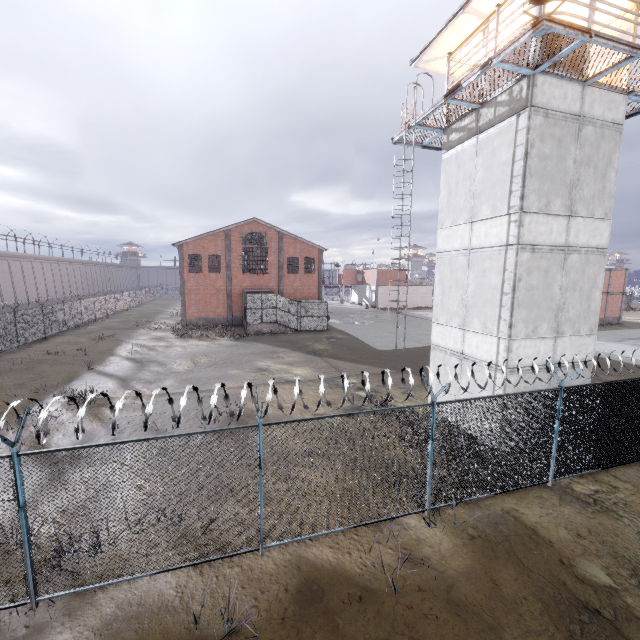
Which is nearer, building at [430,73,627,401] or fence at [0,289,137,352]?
building at [430,73,627,401]

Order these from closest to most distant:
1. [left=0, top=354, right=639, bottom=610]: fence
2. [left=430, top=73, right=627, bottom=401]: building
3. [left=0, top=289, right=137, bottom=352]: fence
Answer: [left=0, top=354, right=639, bottom=610]: fence
[left=430, top=73, right=627, bottom=401]: building
[left=0, top=289, right=137, bottom=352]: fence

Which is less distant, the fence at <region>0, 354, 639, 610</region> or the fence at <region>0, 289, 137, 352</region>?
the fence at <region>0, 354, 639, 610</region>

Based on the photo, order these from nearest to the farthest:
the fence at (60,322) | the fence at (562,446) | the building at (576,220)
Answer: the fence at (562,446)
the building at (576,220)
the fence at (60,322)

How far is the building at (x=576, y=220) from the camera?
9.9m

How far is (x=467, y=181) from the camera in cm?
1192

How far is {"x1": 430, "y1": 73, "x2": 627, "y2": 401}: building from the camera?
9.9 meters

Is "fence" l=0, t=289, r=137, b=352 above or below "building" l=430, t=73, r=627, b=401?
below
